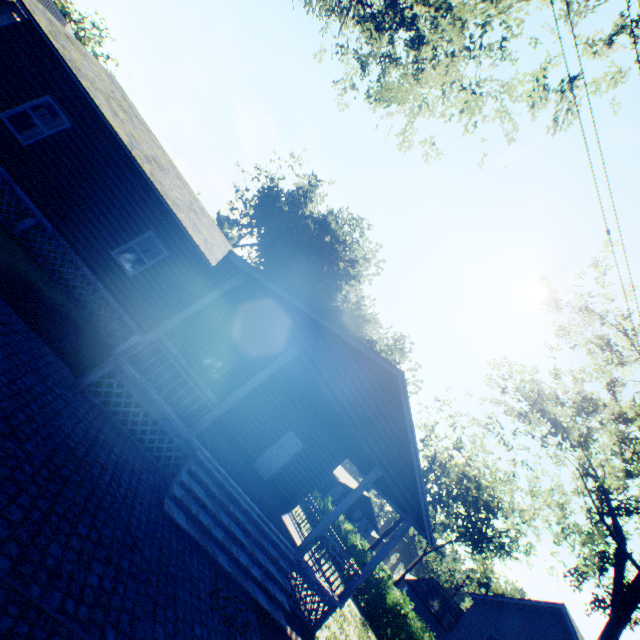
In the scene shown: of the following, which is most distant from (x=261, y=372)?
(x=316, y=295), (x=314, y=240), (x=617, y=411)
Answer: (x=316, y=295)

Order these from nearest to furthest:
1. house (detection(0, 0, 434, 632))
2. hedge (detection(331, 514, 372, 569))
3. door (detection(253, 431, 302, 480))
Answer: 1. house (detection(0, 0, 434, 632))
2. door (detection(253, 431, 302, 480))
3. hedge (detection(331, 514, 372, 569))

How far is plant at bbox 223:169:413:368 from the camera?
39.44m

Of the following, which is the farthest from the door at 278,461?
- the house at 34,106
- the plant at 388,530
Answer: the plant at 388,530

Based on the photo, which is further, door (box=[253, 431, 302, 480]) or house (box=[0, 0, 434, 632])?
door (box=[253, 431, 302, 480])

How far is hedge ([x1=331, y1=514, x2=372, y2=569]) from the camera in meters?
23.3 m

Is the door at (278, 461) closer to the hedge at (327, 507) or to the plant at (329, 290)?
the hedge at (327, 507)

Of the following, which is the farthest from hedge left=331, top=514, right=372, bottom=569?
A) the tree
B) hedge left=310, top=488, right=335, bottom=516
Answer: the tree
